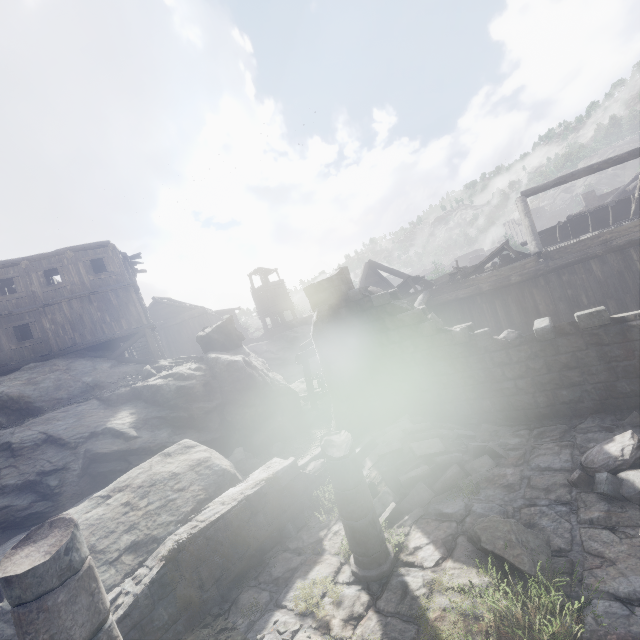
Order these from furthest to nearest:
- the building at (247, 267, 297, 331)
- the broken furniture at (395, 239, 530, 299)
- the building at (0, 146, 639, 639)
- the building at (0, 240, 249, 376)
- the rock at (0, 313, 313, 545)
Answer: the building at (247, 267, 297, 331) → the building at (0, 240, 249, 376) → the broken furniture at (395, 239, 530, 299) → the rock at (0, 313, 313, 545) → the building at (0, 146, 639, 639)

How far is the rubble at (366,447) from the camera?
6.5 meters

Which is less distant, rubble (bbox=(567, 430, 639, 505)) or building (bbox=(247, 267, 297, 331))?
rubble (bbox=(567, 430, 639, 505))

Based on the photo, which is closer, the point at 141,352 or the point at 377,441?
the point at 377,441

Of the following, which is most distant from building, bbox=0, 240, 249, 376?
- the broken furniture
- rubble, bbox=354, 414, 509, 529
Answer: the broken furniture

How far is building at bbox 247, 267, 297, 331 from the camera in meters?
41.6

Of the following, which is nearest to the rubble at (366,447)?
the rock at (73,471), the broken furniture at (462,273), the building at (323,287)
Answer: the building at (323,287)
